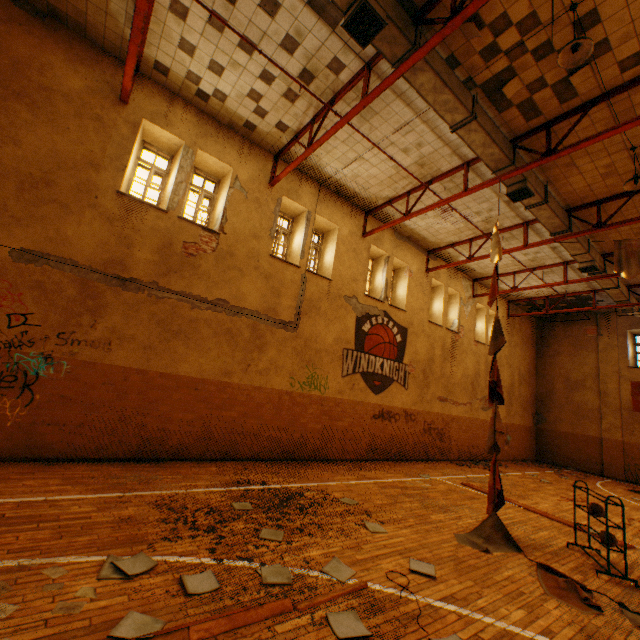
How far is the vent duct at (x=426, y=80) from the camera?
6.2m

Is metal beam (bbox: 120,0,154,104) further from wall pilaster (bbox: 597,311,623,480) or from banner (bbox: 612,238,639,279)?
wall pilaster (bbox: 597,311,623,480)

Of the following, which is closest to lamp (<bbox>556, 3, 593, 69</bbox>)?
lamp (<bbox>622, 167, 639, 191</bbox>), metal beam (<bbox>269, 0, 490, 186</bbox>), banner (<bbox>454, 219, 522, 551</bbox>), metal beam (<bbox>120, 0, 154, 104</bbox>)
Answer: metal beam (<bbox>269, 0, 490, 186</bbox>)

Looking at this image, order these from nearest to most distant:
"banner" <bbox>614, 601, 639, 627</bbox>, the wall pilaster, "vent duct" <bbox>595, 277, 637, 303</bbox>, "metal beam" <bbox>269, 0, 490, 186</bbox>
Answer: "banner" <bbox>614, 601, 639, 627</bbox>
"metal beam" <bbox>269, 0, 490, 186</bbox>
"vent duct" <bbox>595, 277, 637, 303</bbox>
the wall pilaster

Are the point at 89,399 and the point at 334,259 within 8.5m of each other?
yes

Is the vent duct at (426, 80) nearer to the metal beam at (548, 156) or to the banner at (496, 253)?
the metal beam at (548, 156)

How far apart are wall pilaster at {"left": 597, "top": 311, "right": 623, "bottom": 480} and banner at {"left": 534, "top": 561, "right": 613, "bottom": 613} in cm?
1577
